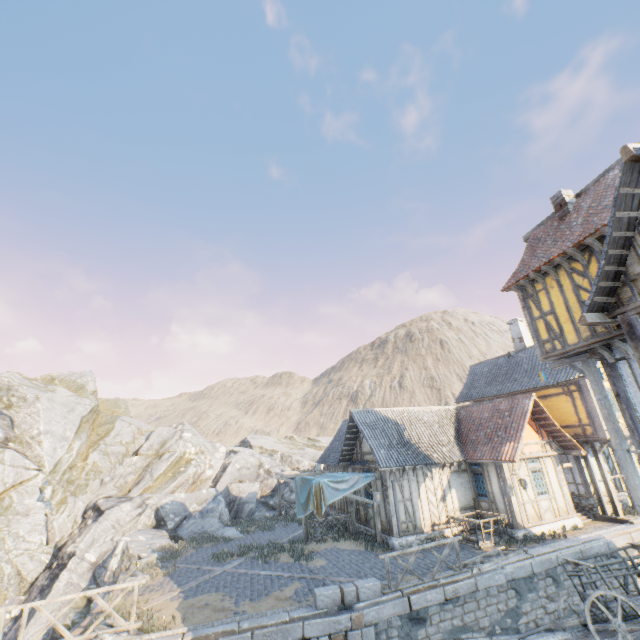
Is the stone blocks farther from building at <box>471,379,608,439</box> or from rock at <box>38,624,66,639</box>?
building at <box>471,379,608,439</box>

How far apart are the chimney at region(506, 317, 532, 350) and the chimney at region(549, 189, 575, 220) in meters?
12.4

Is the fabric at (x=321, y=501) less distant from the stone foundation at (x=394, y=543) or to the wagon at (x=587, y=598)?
the stone foundation at (x=394, y=543)

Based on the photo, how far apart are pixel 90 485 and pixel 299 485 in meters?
16.5 m

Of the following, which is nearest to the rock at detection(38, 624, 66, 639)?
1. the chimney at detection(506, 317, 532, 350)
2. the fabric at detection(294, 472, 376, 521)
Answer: the fabric at detection(294, 472, 376, 521)

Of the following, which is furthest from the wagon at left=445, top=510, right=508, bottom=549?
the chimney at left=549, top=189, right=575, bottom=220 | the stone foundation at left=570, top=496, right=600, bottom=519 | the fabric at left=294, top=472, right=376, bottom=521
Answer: the chimney at left=549, top=189, right=575, bottom=220

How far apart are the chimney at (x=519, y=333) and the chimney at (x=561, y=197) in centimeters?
1245cm

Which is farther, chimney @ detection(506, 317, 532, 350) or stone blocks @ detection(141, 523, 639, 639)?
chimney @ detection(506, 317, 532, 350)
